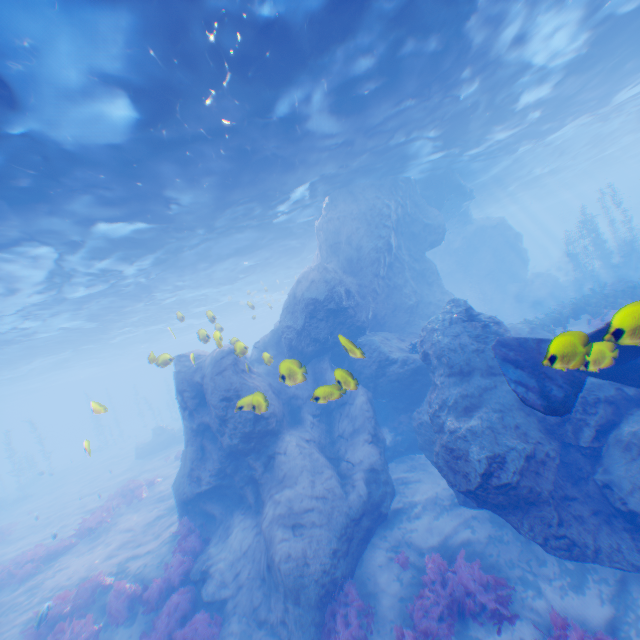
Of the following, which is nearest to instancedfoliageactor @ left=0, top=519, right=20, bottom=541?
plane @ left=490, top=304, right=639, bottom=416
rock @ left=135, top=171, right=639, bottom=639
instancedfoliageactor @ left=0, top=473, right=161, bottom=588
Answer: instancedfoliageactor @ left=0, top=473, right=161, bottom=588

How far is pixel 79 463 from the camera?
41.3 meters

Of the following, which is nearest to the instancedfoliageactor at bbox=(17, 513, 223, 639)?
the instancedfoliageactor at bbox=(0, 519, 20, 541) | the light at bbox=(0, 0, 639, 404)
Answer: the light at bbox=(0, 0, 639, 404)

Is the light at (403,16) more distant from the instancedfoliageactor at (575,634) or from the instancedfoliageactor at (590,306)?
the instancedfoliageactor at (575,634)

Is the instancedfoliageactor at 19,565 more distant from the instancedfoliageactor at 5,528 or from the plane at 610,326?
the plane at 610,326

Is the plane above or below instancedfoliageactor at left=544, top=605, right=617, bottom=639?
above

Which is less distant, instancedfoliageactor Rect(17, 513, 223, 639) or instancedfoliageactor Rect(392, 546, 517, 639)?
instancedfoliageactor Rect(392, 546, 517, 639)

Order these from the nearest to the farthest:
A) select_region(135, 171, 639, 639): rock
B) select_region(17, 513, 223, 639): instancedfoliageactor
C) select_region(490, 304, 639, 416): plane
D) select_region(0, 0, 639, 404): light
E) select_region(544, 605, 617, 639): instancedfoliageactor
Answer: select_region(490, 304, 639, 416): plane, select_region(544, 605, 617, 639): instancedfoliageactor, select_region(0, 0, 639, 404): light, select_region(135, 171, 639, 639): rock, select_region(17, 513, 223, 639): instancedfoliageactor
